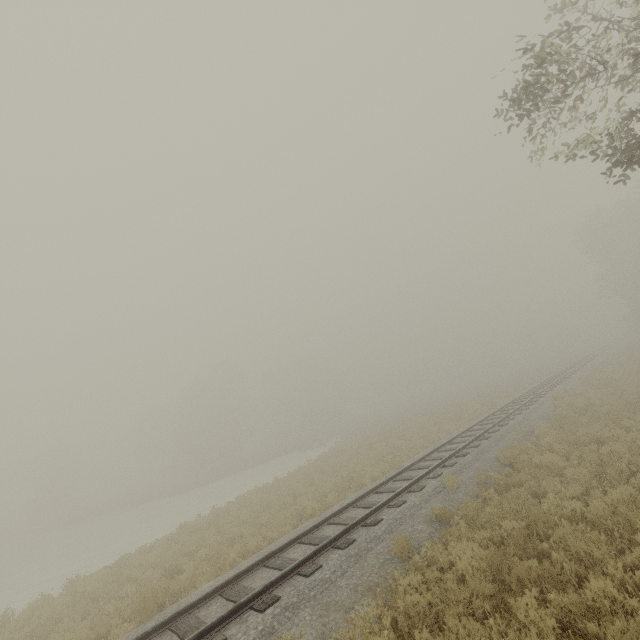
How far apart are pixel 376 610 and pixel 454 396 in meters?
48.7 m
